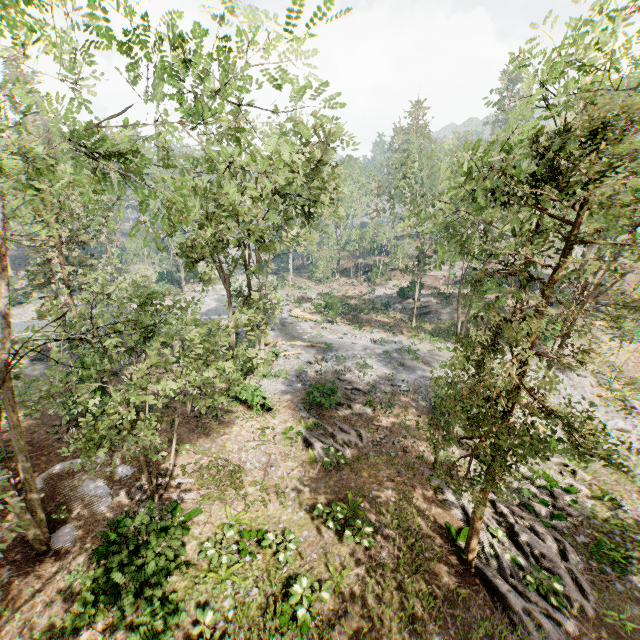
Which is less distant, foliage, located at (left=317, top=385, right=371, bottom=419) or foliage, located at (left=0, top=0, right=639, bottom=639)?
foliage, located at (left=0, top=0, right=639, bottom=639)

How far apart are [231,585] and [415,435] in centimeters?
1216cm

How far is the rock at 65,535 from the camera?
11.57m

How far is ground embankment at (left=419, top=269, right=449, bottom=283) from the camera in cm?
5078

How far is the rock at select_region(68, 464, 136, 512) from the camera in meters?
13.4

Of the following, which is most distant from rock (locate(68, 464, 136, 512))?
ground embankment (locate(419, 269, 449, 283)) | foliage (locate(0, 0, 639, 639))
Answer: ground embankment (locate(419, 269, 449, 283))

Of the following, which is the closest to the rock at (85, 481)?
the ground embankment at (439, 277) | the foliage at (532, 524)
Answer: the foliage at (532, 524)
